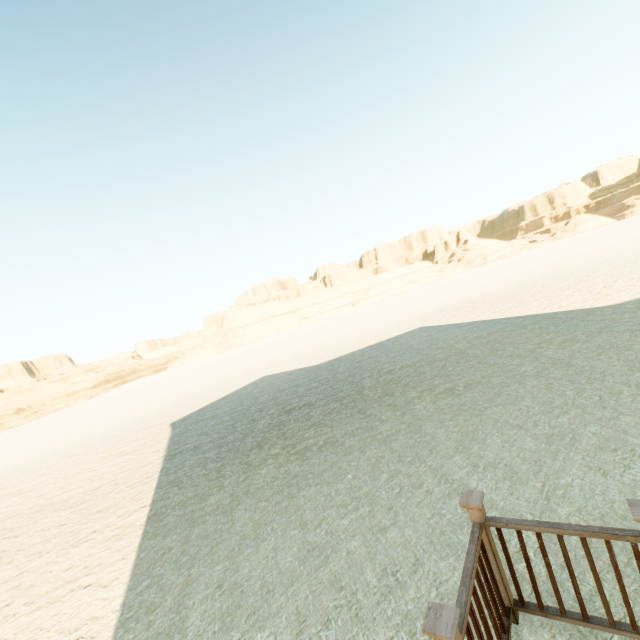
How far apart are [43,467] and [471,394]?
18.8 meters
